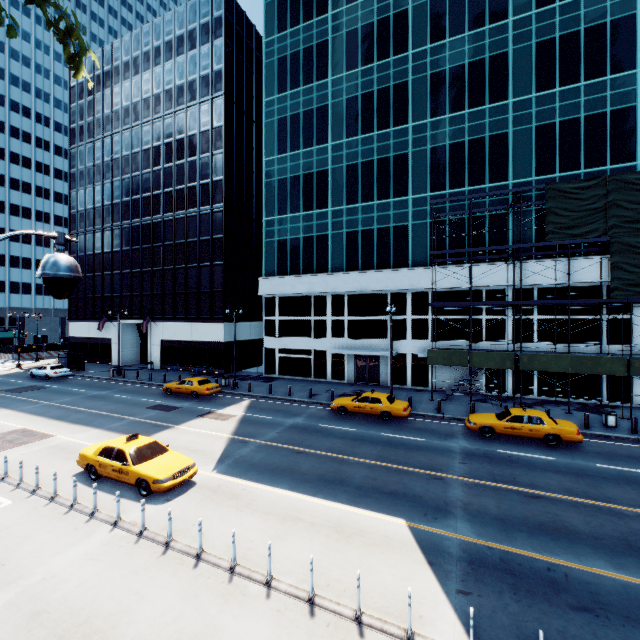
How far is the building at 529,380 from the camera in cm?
2527

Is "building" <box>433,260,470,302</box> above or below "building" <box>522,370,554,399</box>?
above

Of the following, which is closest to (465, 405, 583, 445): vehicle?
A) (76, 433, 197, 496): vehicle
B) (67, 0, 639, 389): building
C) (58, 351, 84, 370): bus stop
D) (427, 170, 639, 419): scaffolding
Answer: (427, 170, 639, 419): scaffolding

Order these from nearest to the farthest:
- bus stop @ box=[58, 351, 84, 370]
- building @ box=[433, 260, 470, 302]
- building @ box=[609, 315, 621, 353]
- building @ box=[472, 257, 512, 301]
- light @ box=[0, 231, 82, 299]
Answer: light @ box=[0, 231, 82, 299] < building @ box=[609, 315, 621, 353] < building @ box=[472, 257, 512, 301] < building @ box=[433, 260, 470, 302] < bus stop @ box=[58, 351, 84, 370]

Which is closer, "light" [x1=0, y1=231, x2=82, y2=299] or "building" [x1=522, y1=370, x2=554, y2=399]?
"light" [x1=0, y1=231, x2=82, y2=299]

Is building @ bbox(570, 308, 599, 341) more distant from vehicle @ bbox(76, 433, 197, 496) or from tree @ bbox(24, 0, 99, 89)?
tree @ bbox(24, 0, 99, 89)

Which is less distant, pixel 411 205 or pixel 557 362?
pixel 557 362

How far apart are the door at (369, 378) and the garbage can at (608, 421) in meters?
15.9 m
